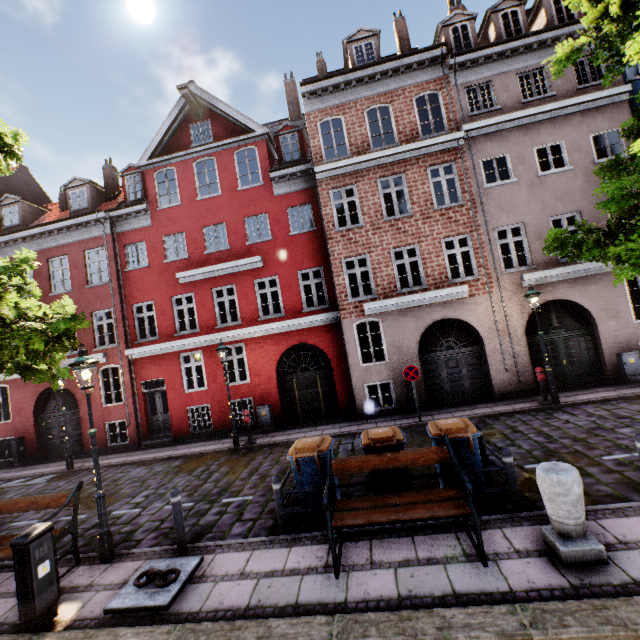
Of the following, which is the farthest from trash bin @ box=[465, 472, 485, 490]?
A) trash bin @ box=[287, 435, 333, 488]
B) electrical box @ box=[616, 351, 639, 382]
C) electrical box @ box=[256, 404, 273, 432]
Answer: electrical box @ box=[616, 351, 639, 382]

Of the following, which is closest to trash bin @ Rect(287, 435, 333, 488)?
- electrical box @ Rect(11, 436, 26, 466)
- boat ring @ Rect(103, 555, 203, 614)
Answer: boat ring @ Rect(103, 555, 203, 614)

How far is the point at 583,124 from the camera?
12.2m

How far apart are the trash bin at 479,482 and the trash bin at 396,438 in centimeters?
44cm

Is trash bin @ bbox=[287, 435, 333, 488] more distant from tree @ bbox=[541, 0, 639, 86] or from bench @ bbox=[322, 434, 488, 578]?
tree @ bbox=[541, 0, 639, 86]

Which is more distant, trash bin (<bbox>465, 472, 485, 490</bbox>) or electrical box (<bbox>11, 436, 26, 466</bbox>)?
electrical box (<bbox>11, 436, 26, 466</bbox>)

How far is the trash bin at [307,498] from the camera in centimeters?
608cm

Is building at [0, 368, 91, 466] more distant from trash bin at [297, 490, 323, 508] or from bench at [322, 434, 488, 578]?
bench at [322, 434, 488, 578]
